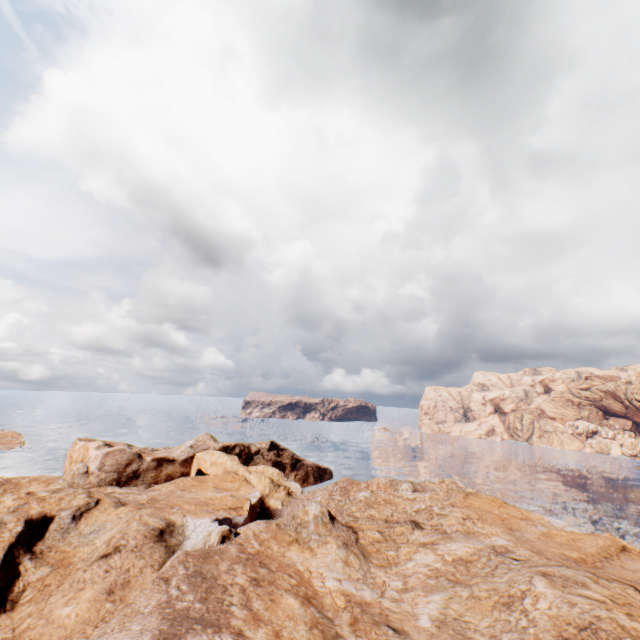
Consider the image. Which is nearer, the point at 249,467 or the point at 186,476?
the point at 186,476
